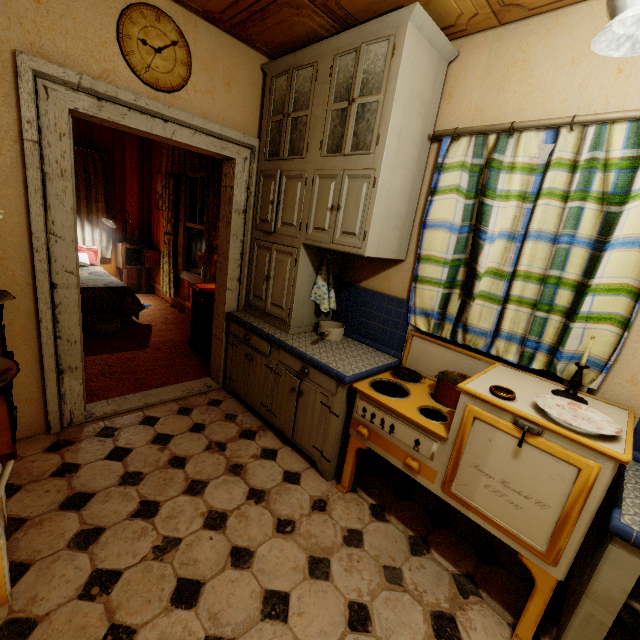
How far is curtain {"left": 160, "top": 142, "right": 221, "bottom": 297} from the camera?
3.9 meters

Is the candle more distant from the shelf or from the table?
the table

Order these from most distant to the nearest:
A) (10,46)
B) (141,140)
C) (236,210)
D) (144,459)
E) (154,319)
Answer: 1. (141,140)
2. (154,319)
3. (236,210)
4. (144,459)
5. (10,46)

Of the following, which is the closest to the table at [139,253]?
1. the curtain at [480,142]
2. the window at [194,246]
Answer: the window at [194,246]

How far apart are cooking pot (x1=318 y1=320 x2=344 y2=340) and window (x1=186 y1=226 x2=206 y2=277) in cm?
259

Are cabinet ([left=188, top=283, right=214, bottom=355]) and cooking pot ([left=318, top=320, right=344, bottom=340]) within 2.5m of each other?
yes

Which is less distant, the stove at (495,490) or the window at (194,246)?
the stove at (495,490)

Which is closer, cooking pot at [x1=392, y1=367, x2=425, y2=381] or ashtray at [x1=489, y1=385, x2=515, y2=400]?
ashtray at [x1=489, y1=385, x2=515, y2=400]
